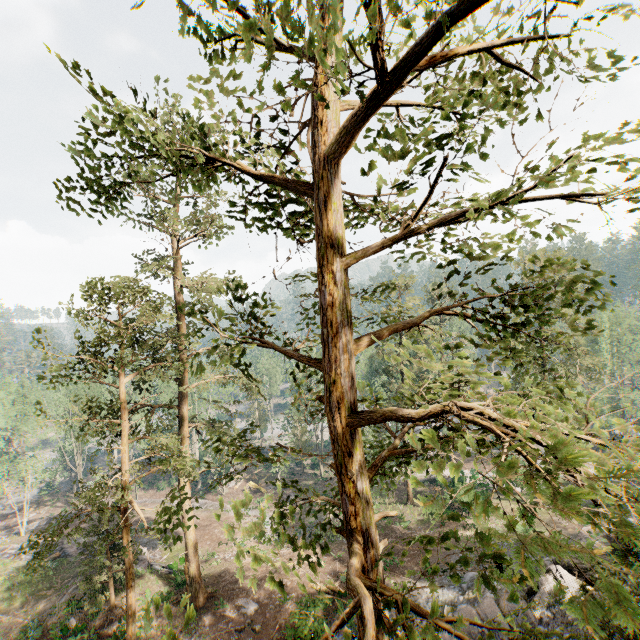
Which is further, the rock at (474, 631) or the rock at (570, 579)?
the rock at (570, 579)

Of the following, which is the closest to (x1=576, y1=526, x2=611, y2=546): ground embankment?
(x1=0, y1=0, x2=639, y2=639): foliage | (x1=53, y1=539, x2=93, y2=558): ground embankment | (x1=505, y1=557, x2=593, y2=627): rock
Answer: (x1=505, y1=557, x2=593, y2=627): rock

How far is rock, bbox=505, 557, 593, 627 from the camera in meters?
14.3 m

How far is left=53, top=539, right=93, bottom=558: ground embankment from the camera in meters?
28.2 m

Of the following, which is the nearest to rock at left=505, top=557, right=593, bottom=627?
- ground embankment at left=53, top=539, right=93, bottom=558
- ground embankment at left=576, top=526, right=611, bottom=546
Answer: ground embankment at left=576, top=526, right=611, bottom=546

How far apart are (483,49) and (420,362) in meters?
3.4

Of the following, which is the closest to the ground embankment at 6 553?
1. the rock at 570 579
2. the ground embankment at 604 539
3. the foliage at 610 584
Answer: the foliage at 610 584

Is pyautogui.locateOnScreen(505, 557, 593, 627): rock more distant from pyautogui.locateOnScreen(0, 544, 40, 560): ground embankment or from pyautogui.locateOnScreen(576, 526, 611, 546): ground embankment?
pyautogui.locateOnScreen(0, 544, 40, 560): ground embankment
